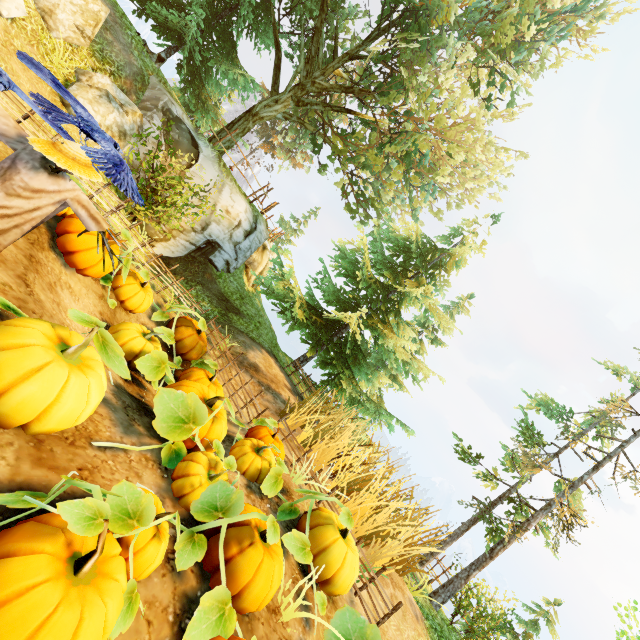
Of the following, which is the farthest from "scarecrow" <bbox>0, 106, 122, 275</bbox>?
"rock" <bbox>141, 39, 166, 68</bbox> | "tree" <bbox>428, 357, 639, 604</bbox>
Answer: "tree" <bbox>428, 357, 639, 604</bbox>

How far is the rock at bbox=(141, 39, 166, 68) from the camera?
10.5m

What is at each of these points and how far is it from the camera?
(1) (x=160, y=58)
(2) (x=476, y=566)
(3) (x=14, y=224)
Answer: (1) rock, 10.7 meters
(2) tree, 10.0 meters
(3) scarecrow, 3.0 meters

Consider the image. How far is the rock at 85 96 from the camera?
8.2m

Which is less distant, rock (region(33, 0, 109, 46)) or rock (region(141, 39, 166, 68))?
rock (region(33, 0, 109, 46))

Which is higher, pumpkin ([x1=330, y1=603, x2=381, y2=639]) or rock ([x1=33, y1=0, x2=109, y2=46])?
rock ([x1=33, y1=0, x2=109, y2=46])

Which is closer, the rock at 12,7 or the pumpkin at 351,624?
the pumpkin at 351,624

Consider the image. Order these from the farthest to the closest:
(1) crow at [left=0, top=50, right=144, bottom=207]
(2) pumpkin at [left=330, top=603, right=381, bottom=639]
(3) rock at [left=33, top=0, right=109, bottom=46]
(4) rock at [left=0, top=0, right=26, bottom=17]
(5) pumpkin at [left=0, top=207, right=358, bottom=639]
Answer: (3) rock at [left=33, top=0, right=109, bottom=46], (4) rock at [left=0, top=0, right=26, bottom=17], (2) pumpkin at [left=330, top=603, right=381, bottom=639], (1) crow at [left=0, top=50, right=144, bottom=207], (5) pumpkin at [left=0, top=207, right=358, bottom=639]
